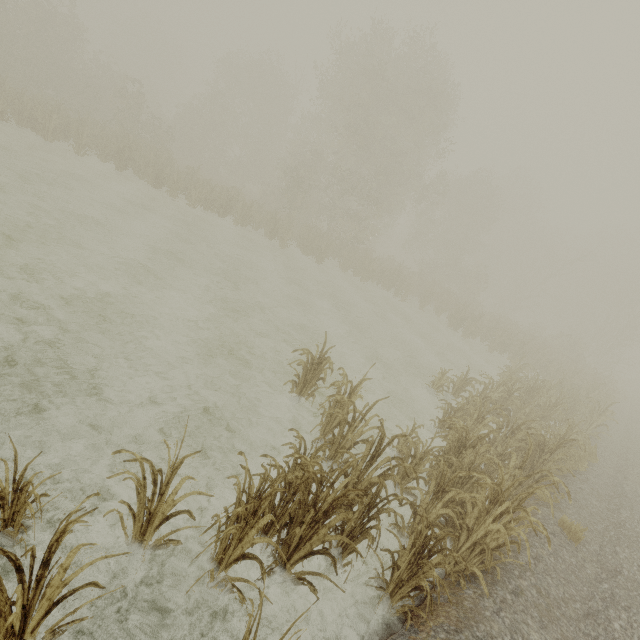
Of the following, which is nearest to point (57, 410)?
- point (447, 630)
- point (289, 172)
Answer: point (447, 630)
